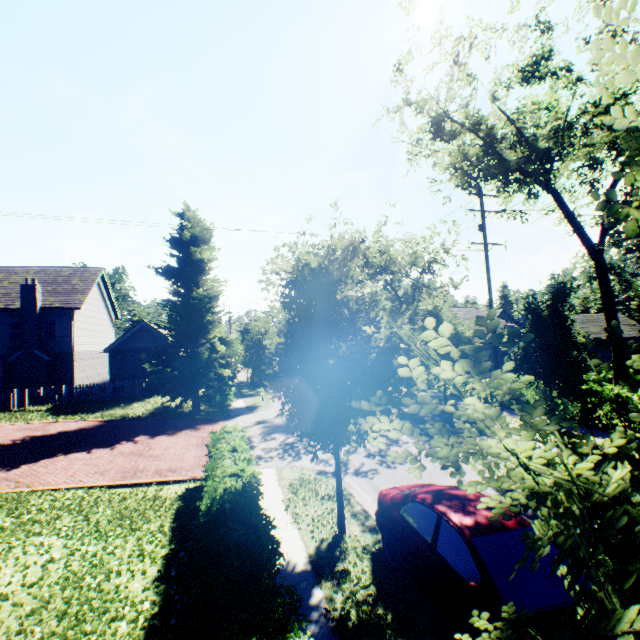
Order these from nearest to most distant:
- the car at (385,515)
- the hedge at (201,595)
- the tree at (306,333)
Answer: the tree at (306,333) < the hedge at (201,595) < the car at (385,515)

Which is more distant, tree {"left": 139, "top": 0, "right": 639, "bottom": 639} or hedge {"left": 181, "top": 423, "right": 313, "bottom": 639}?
hedge {"left": 181, "top": 423, "right": 313, "bottom": 639}

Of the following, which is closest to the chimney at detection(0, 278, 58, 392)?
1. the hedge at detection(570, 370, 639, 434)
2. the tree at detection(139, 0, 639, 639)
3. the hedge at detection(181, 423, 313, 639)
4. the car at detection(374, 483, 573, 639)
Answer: the tree at detection(139, 0, 639, 639)

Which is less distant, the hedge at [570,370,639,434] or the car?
the car

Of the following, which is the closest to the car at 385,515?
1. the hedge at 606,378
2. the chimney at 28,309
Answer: the hedge at 606,378

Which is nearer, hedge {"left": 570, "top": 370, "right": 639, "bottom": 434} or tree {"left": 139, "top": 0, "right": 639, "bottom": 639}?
tree {"left": 139, "top": 0, "right": 639, "bottom": 639}

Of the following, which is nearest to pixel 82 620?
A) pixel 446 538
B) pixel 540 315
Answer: pixel 446 538

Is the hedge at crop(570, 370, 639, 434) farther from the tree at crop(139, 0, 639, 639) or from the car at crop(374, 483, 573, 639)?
the car at crop(374, 483, 573, 639)
